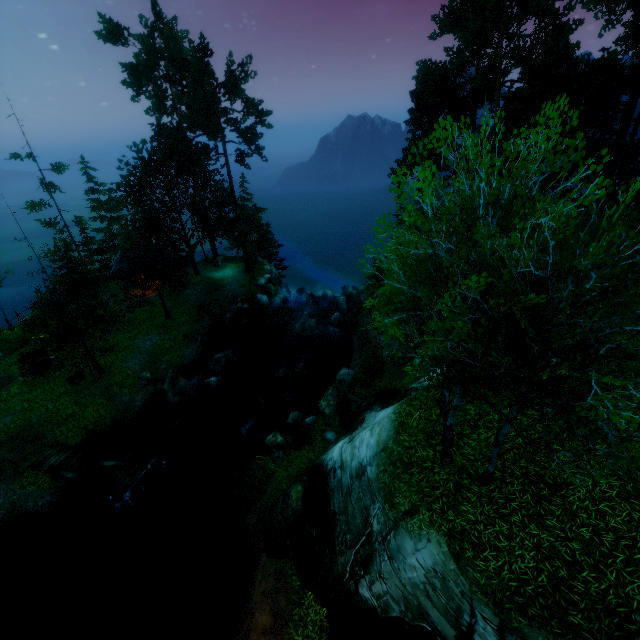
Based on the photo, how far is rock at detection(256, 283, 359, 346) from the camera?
28.7m

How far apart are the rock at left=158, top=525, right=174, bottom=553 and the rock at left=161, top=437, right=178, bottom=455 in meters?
3.8 m

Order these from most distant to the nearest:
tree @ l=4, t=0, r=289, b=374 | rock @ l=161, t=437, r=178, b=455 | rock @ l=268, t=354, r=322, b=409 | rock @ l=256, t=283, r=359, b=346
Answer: rock @ l=256, t=283, r=359, b=346, tree @ l=4, t=0, r=289, b=374, rock @ l=268, t=354, r=322, b=409, rock @ l=161, t=437, r=178, b=455

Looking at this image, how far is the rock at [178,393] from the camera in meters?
22.5 m

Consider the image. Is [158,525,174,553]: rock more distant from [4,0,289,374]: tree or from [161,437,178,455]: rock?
[4,0,289,374]: tree

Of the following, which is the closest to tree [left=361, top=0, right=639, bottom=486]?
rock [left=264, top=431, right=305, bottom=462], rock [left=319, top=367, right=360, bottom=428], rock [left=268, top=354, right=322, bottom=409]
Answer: rock [left=319, top=367, right=360, bottom=428]

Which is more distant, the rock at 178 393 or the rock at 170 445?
the rock at 178 393

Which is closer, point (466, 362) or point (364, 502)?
point (466, 362)
